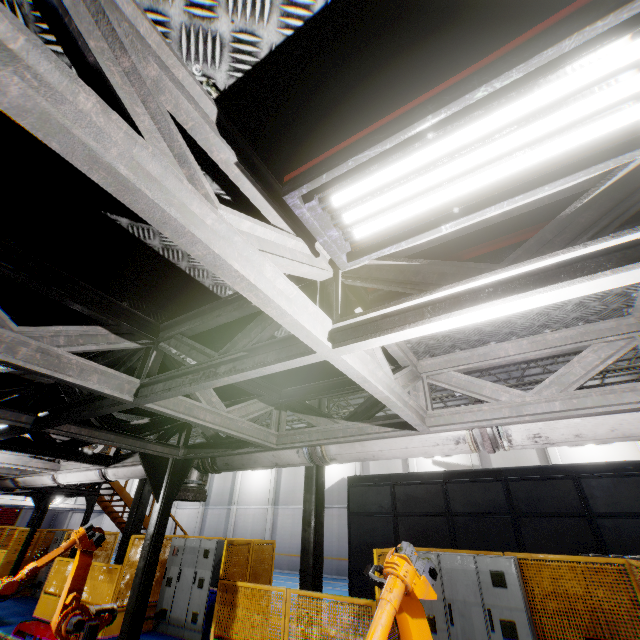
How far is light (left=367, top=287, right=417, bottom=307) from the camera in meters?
2.1 m

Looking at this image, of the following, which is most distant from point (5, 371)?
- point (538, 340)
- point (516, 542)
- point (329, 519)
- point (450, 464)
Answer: point (329, 519)

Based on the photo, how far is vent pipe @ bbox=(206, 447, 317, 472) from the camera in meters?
4.2

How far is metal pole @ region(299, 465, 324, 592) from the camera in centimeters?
743cm

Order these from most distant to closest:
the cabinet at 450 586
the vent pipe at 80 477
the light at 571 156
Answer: the vent pipe at 80 477
the cabinet at 450 586
the light at 571 156

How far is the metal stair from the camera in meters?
13.4 m

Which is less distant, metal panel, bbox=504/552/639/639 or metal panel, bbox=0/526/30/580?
metal panel, bbox=504/552/639/639

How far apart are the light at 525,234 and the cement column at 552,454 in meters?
20.7
